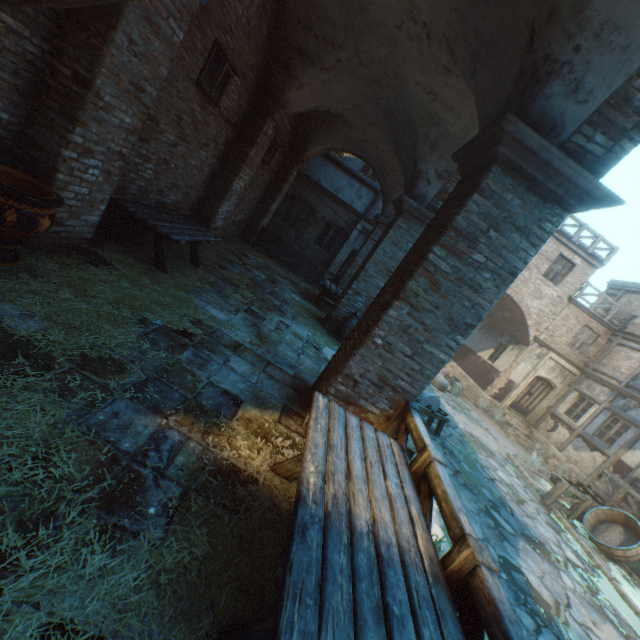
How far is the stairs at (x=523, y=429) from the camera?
16.2 meters

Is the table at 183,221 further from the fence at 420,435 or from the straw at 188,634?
the fence at 420,435

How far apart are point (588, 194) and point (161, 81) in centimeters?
525cm

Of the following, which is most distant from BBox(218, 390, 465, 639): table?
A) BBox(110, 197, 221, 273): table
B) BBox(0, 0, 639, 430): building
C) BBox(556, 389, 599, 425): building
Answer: BBox(0, 0, 639, 430): building

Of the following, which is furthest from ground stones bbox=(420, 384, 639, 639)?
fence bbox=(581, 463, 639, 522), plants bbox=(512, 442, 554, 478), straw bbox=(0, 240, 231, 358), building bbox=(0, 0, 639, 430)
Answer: straw bbox=(0, 240, 231, 358)

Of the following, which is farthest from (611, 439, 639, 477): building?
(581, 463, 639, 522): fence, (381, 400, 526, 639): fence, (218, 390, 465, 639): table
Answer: (581, 463, 639, 522): fence

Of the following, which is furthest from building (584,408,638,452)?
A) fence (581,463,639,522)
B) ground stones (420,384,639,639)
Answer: ground stones (420,384,639,639)

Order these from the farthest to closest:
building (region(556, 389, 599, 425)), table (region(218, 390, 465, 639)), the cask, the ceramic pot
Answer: building (region(556, 389, 599, 425)) → the cask → the ceramic pot → table (region(218, 390, 465, 639))
